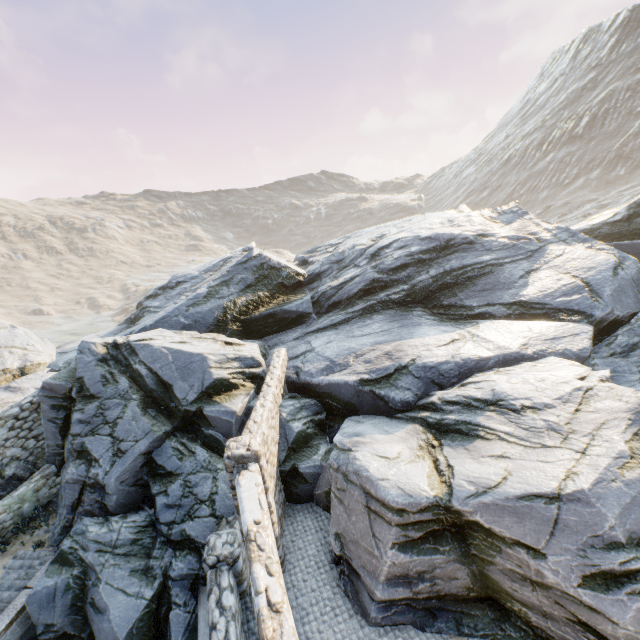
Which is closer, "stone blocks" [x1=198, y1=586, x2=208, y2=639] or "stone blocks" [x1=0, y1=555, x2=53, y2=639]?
"stone blocks" [x1=198, y1=586, x2=208, y2=639]

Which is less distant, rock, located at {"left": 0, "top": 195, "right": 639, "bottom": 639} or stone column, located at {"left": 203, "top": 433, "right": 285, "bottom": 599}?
rock, located at {"left": 0, "top": 195, "right": 639, "bottom": 639}

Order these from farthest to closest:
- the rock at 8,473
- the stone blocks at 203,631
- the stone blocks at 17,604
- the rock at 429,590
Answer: the rock at 8,473, the stone blocks at 17,604, the stone blocks at 203,631, the rock at 429,590

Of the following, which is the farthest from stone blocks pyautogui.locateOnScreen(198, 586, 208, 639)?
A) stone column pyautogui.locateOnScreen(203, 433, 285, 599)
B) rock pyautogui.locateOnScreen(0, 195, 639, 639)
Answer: stone column pyautogui.locateOnScreen(203, 433, 285, 599)

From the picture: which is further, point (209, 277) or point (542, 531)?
point (209, 277)

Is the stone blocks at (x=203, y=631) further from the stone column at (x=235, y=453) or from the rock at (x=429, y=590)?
the stone column at (x=235, y=453)

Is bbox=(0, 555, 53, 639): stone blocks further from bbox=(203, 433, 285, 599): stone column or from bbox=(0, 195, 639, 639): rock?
bbox=(203, 433, 285, 599): stone column
